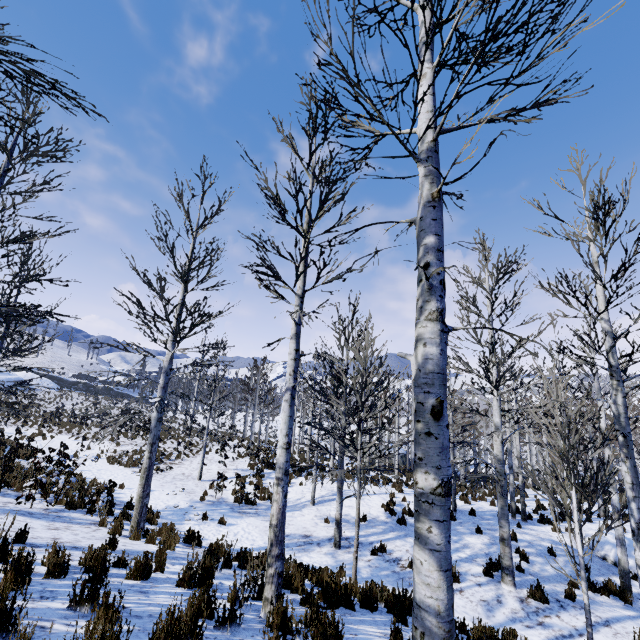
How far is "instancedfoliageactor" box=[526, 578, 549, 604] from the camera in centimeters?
816cm

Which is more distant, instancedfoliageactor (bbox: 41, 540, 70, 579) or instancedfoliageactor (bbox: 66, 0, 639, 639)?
instancedfoliageactor (bbox: 41, 540, 70, 579)

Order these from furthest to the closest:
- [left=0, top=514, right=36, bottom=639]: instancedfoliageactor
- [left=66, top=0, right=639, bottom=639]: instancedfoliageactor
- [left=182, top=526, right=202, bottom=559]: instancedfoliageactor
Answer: [left=182, top=526, right=202, bottom=559]: instancedfoliageactor, [left=0, top=514, right=36, bottom=639]: instancedfoliageactor, [left=66, top=0, right=639, bottom=639]: instancedfoliageactor

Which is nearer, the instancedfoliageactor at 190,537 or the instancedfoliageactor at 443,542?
the instancedfoliageactor at 443,542

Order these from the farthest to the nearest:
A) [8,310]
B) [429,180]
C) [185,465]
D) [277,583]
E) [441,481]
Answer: [185,465]
[8,310]
[277,583]
[429,180]
[441,481]

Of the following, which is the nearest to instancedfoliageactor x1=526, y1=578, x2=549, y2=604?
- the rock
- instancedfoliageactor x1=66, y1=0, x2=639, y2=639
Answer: instancedfoliageactor x1=66, y1=0, x2=639, y2=639

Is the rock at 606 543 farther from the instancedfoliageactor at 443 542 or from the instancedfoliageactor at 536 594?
the instancedfoliageactor at 536 594
